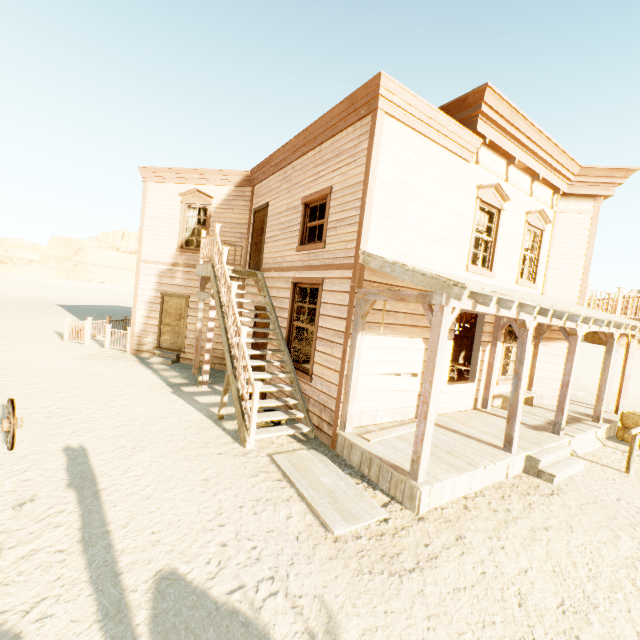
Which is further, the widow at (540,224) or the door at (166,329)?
the door at (166,329)

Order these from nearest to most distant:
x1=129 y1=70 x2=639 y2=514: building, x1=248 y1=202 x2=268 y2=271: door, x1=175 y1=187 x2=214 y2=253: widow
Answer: x1=129 y1=70 x2=639 y2=514: building → x1=248 y1=202 x2=268 y2=271: door → x1=175 y1=187 x2=214 y2=253: widow

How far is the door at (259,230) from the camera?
10.04m

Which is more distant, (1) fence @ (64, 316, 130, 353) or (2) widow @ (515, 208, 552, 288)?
(1) fence @ (64, 316, 130, 353)

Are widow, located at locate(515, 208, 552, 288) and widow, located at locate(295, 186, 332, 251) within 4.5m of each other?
no

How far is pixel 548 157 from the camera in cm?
892

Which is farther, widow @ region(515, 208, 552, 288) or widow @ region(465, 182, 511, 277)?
widow @ region(515, 208, 552, 288)

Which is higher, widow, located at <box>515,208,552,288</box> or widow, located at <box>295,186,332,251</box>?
widow, located at <box>515,208,552,288</box>
